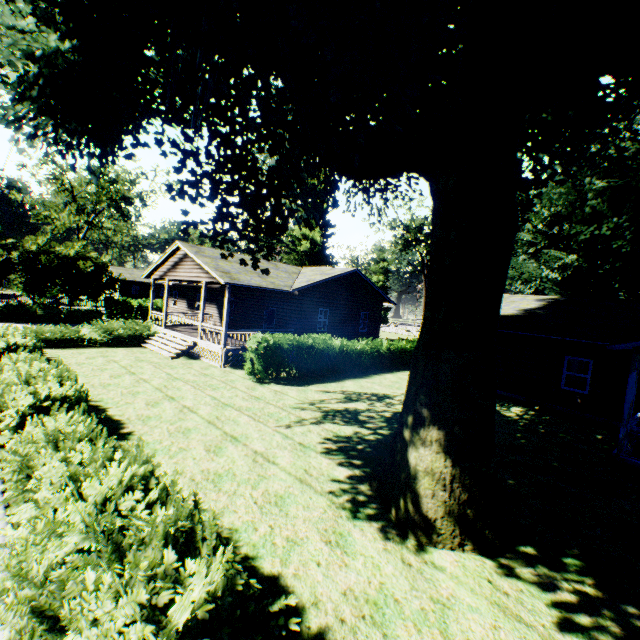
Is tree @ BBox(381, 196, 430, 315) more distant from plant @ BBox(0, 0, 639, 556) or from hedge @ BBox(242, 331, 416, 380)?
hedge @ BBox(242, 331, 416, 380)

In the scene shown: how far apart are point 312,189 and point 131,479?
12.0m

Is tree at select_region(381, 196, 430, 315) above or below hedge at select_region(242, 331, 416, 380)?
above

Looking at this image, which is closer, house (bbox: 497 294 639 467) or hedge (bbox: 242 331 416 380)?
house (bbox: 497 294 639 467)

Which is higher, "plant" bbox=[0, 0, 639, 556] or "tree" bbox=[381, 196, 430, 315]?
"tree" bbox=[381, 196, 430, 315]

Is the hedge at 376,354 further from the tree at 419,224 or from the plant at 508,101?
the tree at 419,224

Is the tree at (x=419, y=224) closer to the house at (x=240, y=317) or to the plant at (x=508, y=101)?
the plant at (x=508, y=101)

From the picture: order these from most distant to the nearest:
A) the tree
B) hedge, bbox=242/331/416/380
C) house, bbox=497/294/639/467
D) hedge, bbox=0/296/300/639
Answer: the tree, hedge, bbox=242/331/416/380, house, bbox=497/294/639/467, hedge, bbox=0/296/300/639
